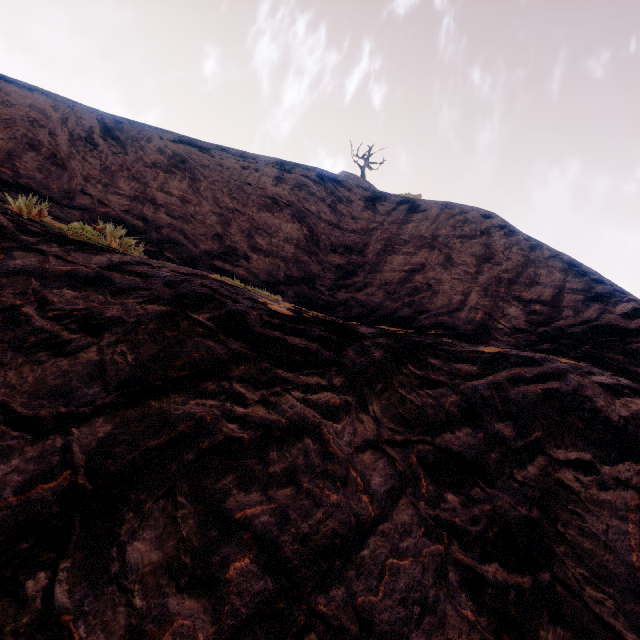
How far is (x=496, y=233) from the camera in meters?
9.1
